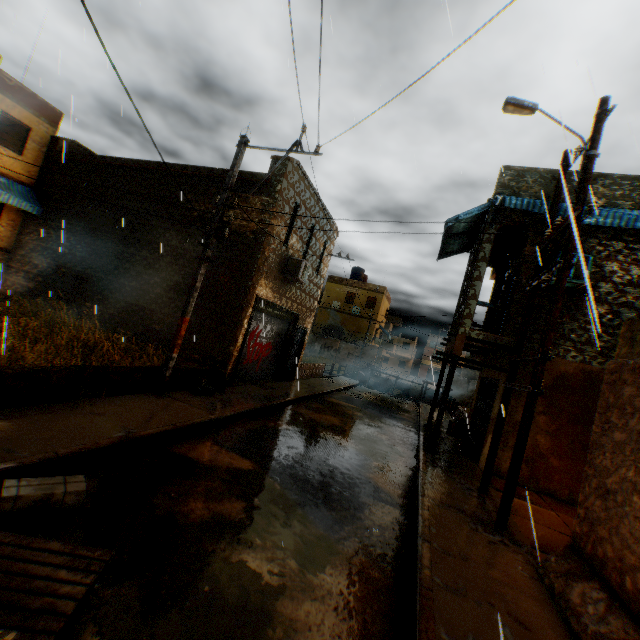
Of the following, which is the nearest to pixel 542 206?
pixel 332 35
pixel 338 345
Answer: pixel 332 35

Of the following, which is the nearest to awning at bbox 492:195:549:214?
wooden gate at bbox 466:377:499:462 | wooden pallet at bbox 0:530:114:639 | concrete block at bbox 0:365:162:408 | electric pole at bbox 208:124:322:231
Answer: wooden gate at bbox 466:377:499:462

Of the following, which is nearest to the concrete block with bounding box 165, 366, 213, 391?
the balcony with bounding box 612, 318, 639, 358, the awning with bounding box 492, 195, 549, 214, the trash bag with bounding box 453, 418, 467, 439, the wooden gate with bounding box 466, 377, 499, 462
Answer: the balcony with bounding box 612, 318, 639, 358

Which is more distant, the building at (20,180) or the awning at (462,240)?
the awning at (462,240)

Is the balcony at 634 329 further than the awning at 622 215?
No

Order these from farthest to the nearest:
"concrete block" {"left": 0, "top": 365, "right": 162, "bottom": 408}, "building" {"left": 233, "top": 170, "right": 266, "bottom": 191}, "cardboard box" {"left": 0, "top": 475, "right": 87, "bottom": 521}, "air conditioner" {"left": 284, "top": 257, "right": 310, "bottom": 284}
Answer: "air conditioner" {"left": 284, "top": 257, "right": 310, "bottom": 284} < "building" {"left": 233, "top": 170, "right": 266, "bottom": 191} < "concrete block" {"left": 0, "top": 365, "right": 162, "bottom": 408} < "cardboard box" {"left": 0, "top": 475, "right": 87, "bottom": 521}

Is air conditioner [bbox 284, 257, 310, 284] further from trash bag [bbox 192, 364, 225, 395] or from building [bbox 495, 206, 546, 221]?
trash bag [bbox 192, 364, 225, 395]

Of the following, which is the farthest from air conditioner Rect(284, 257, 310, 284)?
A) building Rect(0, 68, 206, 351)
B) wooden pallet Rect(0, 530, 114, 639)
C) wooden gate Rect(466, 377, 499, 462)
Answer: wooden pallet Rect(0, 530, 114, 639)
